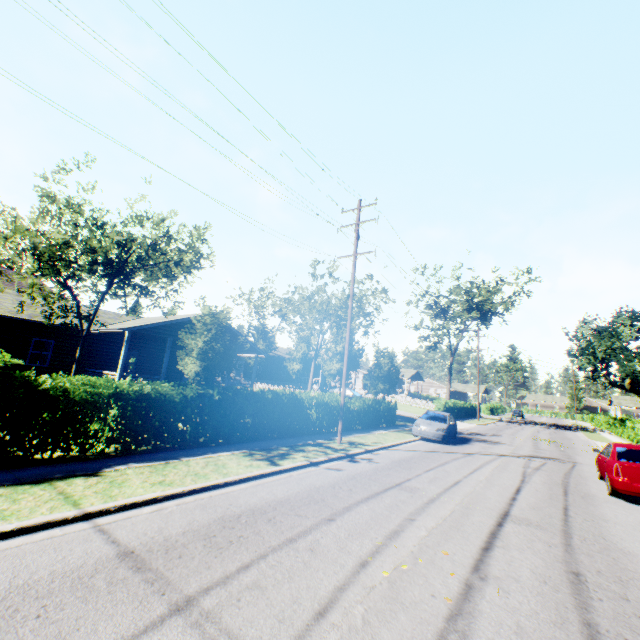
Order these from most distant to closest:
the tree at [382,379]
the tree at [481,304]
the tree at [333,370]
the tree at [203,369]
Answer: the tree at [481,304] → the tree at [382,379] → the tree at [333,370] → the tree at [203,369]

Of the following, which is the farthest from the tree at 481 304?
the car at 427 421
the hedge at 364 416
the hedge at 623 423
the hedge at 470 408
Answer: the car at 427 421

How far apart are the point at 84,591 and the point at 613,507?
12.5 meters

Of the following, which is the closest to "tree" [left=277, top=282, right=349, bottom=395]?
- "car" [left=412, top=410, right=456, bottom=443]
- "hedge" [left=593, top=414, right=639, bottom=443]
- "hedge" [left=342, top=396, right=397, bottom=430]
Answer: "hedge" [left=593, top=414, right=639, bottom=443]

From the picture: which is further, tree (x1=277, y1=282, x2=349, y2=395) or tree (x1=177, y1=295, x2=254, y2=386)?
tree (x1=277, y1=282, x2=349, y2=395)

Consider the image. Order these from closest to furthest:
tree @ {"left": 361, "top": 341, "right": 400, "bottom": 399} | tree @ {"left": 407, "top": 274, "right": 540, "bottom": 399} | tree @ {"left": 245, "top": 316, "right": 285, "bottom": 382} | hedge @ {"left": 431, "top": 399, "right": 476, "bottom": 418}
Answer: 1. tree @ {"left": 361, "top": 341, "right": 400, "bottom": 399}
2. hedge @ {"left": 431, "top": 399, "right": 476, "bottom": 418}
3. tree @ {"left": 245, "top": 316, "right": 285, "bottom": 382}
4. tree @ {"left": 407, "top": 274, "right": 540, "bottom": 399}

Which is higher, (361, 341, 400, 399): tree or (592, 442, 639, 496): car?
(361, 341, 400, 399): tree

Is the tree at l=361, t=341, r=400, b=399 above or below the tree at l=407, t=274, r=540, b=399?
below
